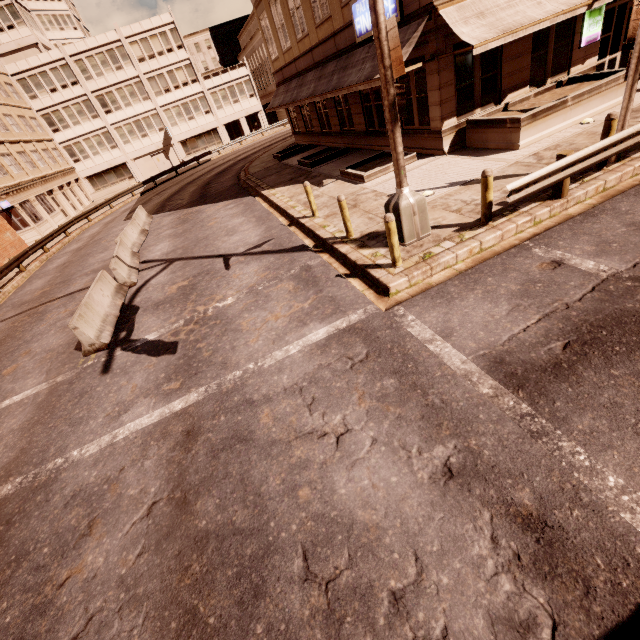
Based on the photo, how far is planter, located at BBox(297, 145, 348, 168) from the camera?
18.67m

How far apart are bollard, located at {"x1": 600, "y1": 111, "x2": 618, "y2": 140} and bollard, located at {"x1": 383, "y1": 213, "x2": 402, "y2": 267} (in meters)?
5.74

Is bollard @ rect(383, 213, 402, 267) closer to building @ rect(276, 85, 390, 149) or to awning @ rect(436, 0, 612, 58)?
awning @ rect(436, 0, 612, 58)

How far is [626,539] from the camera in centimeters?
285cm

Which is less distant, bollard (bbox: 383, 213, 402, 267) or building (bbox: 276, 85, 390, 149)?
bollard (bbox: 383, 213, 402, 267)

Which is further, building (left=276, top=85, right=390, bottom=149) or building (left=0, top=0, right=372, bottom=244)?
building (left=0, top=0, right=372, bottom=244)

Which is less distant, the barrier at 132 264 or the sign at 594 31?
the barrier at 132 264

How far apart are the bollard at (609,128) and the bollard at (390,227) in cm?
574
